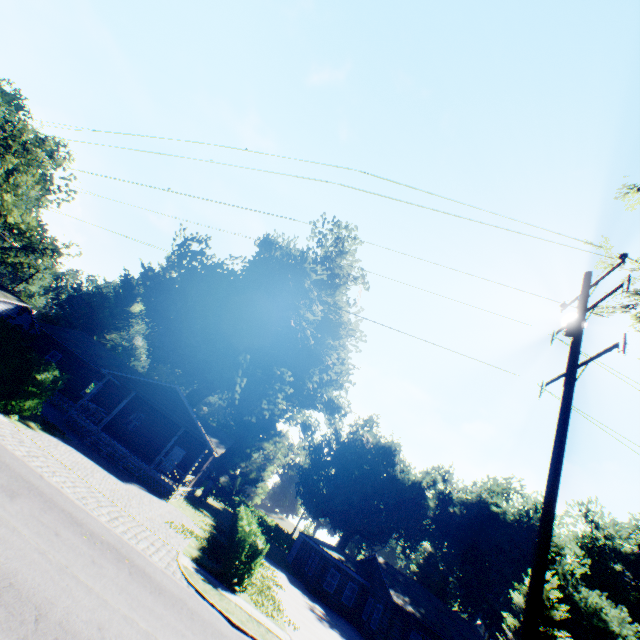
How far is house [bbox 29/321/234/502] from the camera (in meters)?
23.93

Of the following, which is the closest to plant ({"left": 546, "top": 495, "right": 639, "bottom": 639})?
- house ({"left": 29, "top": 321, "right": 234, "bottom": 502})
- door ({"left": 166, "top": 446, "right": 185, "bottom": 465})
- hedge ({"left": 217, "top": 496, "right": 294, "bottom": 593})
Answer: house ({"left": 29, "top": 321, "right": 234, "bottom": 502})

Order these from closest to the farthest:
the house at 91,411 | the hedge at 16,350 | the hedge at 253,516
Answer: the hedge at 253,516 < the hedge at 16,350 < the house at 91,411

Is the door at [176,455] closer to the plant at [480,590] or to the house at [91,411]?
the house at [91,411]

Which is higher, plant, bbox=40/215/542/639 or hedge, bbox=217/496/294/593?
plant, bbox=40/215/542/639

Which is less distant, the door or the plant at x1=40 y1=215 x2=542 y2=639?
the door

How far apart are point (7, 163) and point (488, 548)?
77.1m
